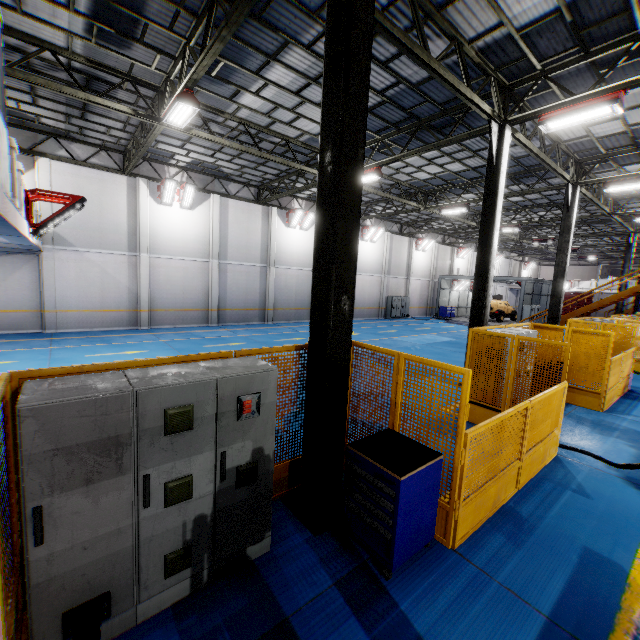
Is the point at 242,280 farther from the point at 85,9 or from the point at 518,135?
the point at 518,135

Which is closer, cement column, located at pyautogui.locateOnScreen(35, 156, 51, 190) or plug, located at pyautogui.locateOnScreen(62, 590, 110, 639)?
plug, located at pyautogui.locateOnScreen(62, 590, 110, 639)

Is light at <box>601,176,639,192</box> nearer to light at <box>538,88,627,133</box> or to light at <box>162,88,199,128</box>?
light at <box>538,88,627,133</box>

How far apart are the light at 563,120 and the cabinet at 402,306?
21.35m

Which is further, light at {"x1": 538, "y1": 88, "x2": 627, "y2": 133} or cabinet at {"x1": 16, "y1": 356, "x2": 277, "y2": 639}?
light at {"x1": 538, "y1": 88, "x2": 627, "y2": 133}

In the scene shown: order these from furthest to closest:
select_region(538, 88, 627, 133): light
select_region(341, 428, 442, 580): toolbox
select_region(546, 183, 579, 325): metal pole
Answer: select_region(546, 183, 579, 325): metal pole < select_region(538, 88, 627, 133): light < select_region(341, 428, 442, 580): toolbox

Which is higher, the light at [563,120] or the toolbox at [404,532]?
the light at [563,120]

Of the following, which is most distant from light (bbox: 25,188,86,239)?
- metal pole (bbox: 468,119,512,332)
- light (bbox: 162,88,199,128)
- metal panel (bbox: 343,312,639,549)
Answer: metal pole (bbox: 468,119,512,332)
